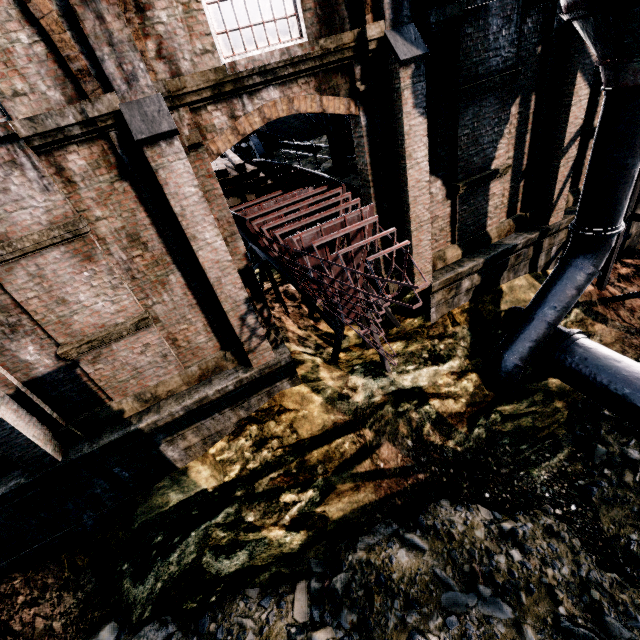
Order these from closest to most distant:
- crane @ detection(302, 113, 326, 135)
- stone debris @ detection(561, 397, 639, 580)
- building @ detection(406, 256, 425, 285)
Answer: stone debris @ detection(561, 397, 639, 580) < building @ detection(406, 256, 425, 285) < crane @ detection(302, 113, 326, 135)

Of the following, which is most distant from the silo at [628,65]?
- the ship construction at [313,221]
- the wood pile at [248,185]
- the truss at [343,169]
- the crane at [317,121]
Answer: the wood pile at [248,185]

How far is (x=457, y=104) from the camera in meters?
9.0 m

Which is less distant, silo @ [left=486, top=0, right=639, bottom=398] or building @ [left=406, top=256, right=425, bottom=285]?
silo @ [left=486, top=0, right=639, bottom=398]

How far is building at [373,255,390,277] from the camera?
10.7m

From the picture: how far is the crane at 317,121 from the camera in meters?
12.8

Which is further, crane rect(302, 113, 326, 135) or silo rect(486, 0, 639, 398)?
crane rect(302, 113, 326, 135)

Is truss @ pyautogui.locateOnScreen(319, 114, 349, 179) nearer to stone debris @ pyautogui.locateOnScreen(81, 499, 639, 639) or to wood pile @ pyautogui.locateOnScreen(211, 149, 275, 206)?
wood pile @ pyautogui.locateOnScreen(211, 149, 275, 206)
